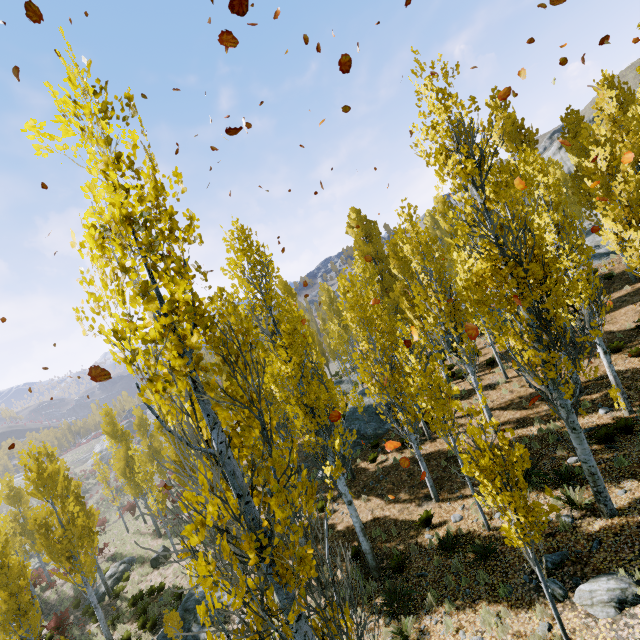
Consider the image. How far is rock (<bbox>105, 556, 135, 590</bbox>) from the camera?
22.2 meters

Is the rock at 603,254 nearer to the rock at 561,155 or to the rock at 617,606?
the rock at 561,155

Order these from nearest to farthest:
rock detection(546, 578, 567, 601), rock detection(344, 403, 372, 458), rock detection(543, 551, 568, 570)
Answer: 1. rock detection(546, 578, 567, 601)
2. rock detection(543, 551, 568, 570)
3. rock detection(344, 403, 372, 458)

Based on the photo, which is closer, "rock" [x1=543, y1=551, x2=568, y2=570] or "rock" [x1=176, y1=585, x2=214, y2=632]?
"rock" [x1=543, y1=551, x2=568, y2=570]

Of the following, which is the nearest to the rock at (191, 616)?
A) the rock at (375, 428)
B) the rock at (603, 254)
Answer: the rock at (375, 428)

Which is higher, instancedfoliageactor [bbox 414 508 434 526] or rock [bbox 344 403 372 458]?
rock [bbox 344 403 372 458]

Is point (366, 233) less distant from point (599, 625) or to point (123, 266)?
point (599, 625)

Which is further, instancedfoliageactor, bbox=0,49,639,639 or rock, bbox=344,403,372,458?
rock, bbox=344,403,372,458
